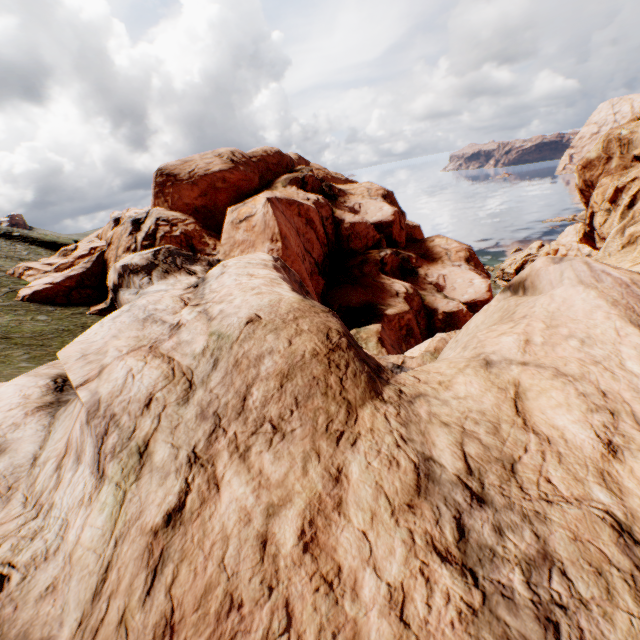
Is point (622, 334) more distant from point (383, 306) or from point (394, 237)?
point (394, 237)
